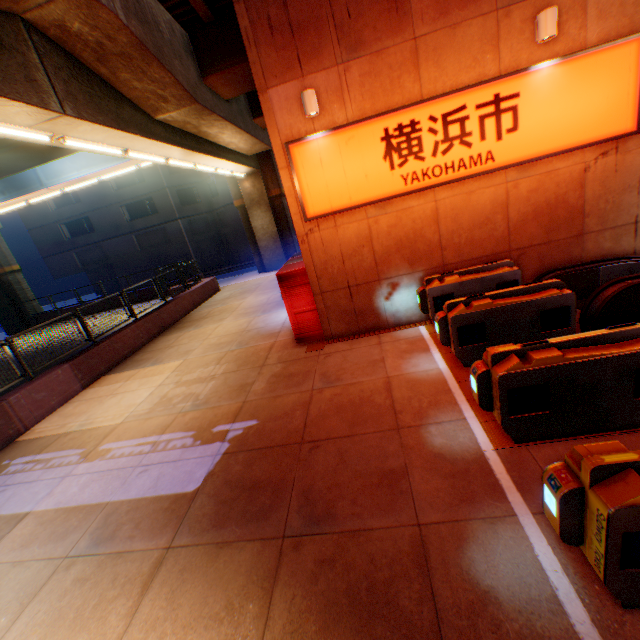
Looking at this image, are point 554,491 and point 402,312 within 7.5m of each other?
yes

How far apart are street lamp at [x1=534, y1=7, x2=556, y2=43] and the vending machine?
6.0m

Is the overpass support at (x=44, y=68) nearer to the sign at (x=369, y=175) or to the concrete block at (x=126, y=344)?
the concrete block at (x=126, y=344)

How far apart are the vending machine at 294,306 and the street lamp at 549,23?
6.05m

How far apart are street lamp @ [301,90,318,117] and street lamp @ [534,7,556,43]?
4.07m

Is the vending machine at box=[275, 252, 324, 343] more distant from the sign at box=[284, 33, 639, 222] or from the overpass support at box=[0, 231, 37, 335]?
the overpass support at box=[0, 231, 37, 335]

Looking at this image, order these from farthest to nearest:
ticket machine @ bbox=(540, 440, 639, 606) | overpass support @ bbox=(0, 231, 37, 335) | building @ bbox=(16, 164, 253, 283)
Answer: building @ bbox=(16, 164, 253, 283) < overpass support @ bbox=(0, 231, 37, 335) < ticket machine @ bbox=(540, 440, 639, 606)

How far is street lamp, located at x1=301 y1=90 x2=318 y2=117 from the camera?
6.2m
